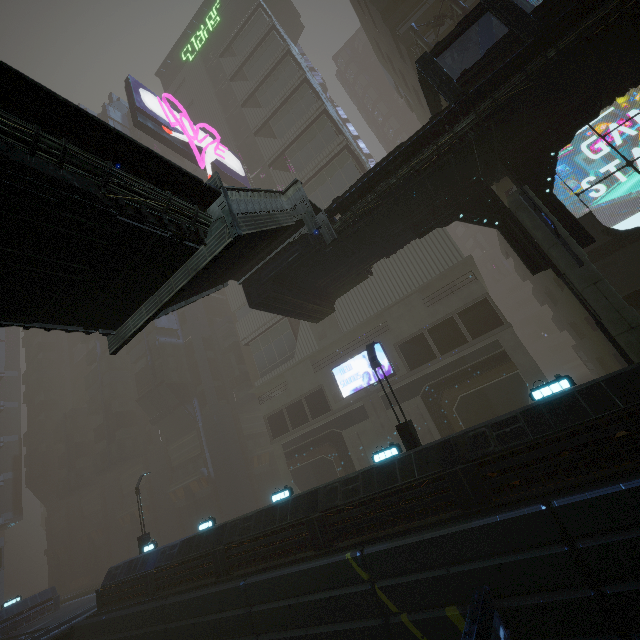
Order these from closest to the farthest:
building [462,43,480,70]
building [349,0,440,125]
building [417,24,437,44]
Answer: building [462,43,480,70] → building [417,24,437,44] → building [349,0,440,125]

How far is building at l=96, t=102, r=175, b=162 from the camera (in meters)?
56.00

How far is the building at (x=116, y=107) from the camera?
56.0 meters

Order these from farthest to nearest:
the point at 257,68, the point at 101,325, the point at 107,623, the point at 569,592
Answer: the point at 257,68 < the point at 107,623 < the point at 101,325 < the point at 569,592

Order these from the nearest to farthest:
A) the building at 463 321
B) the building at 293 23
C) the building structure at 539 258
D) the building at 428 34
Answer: the building at 463 321
the building structure at 539 258
the building at 428 34
the building at 293 23

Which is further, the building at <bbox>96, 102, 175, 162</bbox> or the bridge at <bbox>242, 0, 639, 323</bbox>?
the building at <bbox>96, 102, 175, 162</bbox>

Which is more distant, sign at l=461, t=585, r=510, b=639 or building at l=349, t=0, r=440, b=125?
building at l=349, t=0, r=440, b=125

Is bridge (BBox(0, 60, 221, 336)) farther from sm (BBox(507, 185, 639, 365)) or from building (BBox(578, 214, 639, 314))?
sm (BBox(507, 185, 639, 365))
